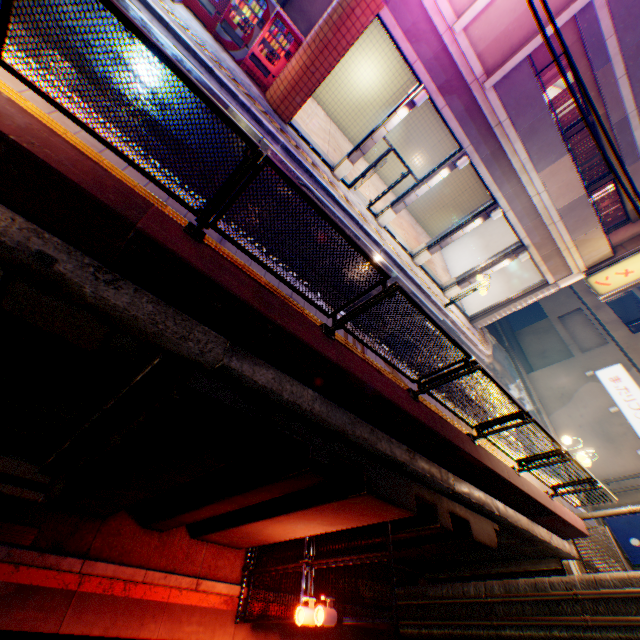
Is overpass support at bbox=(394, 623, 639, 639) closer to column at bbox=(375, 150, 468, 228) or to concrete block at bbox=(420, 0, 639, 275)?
concrete block at bbox=(420, 0, 639, 275)

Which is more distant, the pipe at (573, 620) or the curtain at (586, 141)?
the curtain at (586, 141)

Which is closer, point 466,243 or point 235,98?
point 235,98

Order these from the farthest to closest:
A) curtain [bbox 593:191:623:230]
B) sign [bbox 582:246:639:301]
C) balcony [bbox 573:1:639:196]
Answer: curtain [bbox 593:191:623:230] < sign [bbox 582:246:639:301] < balcony [bbox 573:1:639:196]

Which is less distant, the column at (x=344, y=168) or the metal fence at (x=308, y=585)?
the metal fence at (x=308, y=585)

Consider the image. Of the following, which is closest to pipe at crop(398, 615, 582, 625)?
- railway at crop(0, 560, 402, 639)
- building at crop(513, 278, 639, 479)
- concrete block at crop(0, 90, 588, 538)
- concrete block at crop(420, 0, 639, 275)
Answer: railway at crop(0, 560, 402, 639)

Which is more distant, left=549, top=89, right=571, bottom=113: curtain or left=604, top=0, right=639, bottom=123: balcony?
left=549, top=89, right=571, bottom=113: curtain

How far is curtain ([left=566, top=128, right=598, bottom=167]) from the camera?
12.9m
